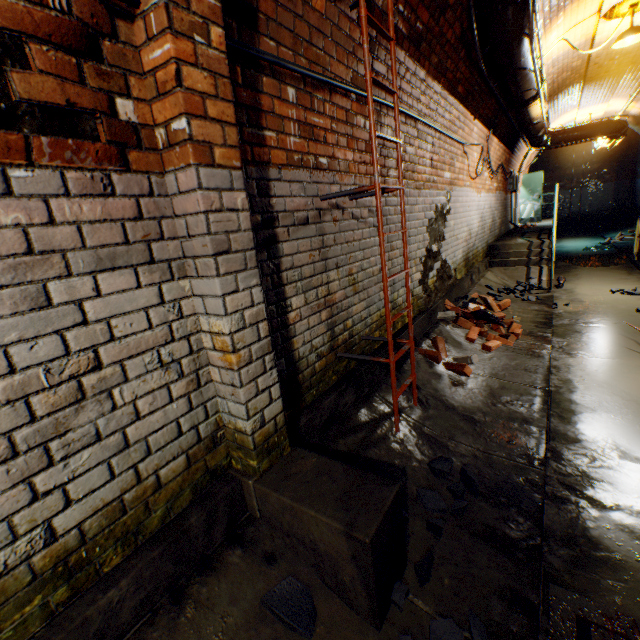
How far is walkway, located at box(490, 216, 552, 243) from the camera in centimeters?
849cm

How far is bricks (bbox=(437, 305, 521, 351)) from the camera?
4.23m

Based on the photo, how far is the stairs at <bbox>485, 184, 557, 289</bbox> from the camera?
6.9m

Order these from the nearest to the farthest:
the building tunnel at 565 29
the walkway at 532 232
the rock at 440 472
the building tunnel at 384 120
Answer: the rock at 440 472 < the building tunnel at 384 120 < the building tunnel at 565 29 < the walkway at 532 232

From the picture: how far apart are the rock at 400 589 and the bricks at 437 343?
2.2 meters

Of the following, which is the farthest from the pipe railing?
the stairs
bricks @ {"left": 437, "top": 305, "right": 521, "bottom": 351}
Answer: bricks @ {"left": 437, "top": 305, "right": 521, "bottom": 351}

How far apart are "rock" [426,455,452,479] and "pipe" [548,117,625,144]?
11.9m

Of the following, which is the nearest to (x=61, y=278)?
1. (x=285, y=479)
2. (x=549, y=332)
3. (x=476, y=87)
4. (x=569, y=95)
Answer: (x=285, y=479)
